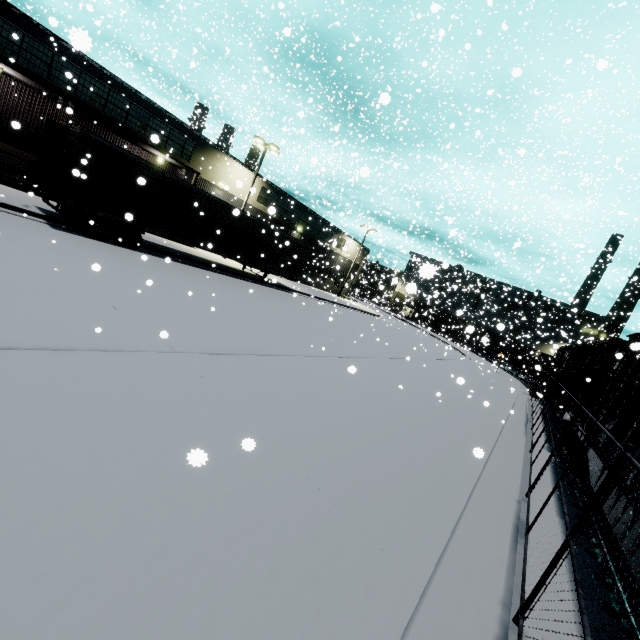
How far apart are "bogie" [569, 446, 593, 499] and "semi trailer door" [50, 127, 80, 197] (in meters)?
18.52

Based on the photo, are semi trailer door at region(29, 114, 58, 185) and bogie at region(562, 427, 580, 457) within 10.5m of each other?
no

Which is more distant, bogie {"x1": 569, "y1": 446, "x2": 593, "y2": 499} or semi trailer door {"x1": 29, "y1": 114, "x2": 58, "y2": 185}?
semi trailer door {"x1": 29, "y1": 114, "x2": 58, "y2": 185}

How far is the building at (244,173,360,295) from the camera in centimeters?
2947cm

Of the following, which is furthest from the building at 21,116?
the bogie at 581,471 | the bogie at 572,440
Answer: the bogie at 581,471

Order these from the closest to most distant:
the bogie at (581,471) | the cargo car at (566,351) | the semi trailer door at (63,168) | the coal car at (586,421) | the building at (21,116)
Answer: the bogie at (581,471)
the coal car at (586,421)
the semi trailer door at (63,168)
the building at (21,116)
the cargo car at (566,351)

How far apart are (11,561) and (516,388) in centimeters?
2962cm

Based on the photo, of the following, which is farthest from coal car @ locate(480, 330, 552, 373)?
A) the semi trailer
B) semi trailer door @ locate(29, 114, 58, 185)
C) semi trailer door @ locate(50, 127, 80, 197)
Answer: semi trailer door @ locate(29, 114, 58, 185)
